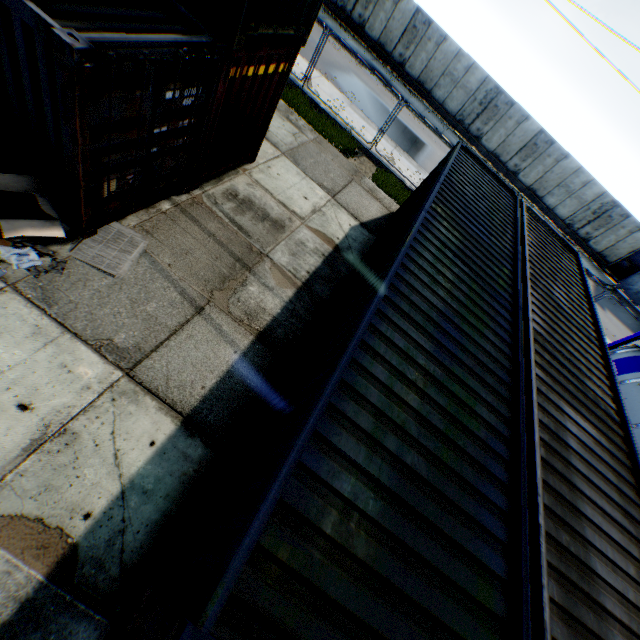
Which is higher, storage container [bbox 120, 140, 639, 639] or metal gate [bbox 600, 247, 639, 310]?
storage container [bbox 120, 140, 639, 639]

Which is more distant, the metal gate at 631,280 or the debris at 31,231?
the metal gate at 631,280

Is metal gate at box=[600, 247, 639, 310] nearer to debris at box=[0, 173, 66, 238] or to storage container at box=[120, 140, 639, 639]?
storage container at box=[120, 140, 639, 639]

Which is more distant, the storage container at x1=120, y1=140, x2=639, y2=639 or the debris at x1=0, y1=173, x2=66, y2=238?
the debris at x1=0, y1=173, x2=66, y2=238

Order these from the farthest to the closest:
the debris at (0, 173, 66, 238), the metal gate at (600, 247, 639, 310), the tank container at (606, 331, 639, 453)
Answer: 1. the metal gate at (600, 247, 639, 310)
2. the tank container at (606, 331, 639, 453)
3. the debris at (0, 173, 66, 238)

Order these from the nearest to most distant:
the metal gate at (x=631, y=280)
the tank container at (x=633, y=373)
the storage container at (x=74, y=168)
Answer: the storage container at (x=74, y=168) < the tank container at (x=633, y=373) < the metal gate at (x=631, y=280)

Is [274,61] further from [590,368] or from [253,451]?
[590,368]

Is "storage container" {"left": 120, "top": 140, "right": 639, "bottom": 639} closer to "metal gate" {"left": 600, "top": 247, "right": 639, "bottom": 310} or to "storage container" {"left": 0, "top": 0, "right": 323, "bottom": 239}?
"storage container" {"left": 0, "top": 0, "right": 323, "bottom": 239}
